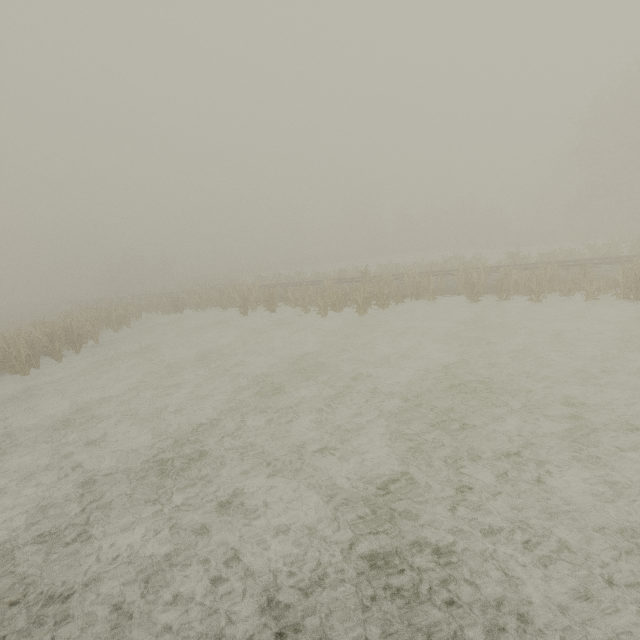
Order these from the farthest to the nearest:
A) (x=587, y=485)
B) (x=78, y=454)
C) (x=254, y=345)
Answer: (x=254, y=345), (x=78, y=454), (x=587, y=485)
